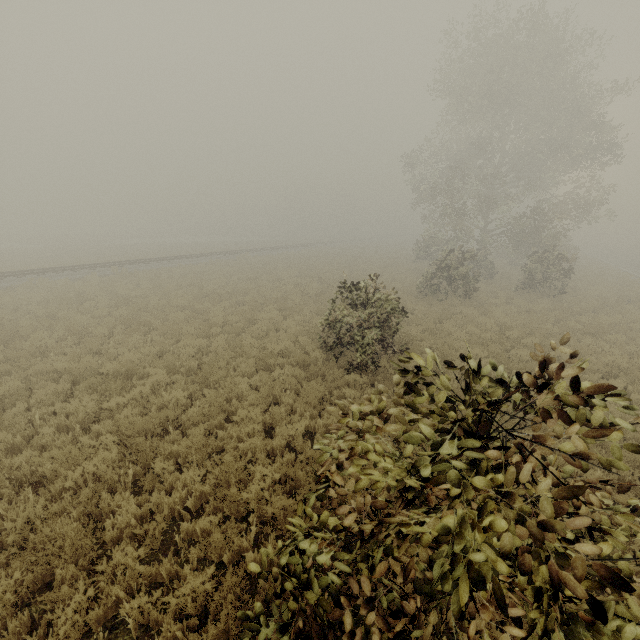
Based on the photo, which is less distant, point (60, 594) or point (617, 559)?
point (617, 559)

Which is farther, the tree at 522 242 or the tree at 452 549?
the tree at 522 242

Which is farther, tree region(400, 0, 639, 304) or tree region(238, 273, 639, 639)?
tree region(400, 0, 639, 304)
